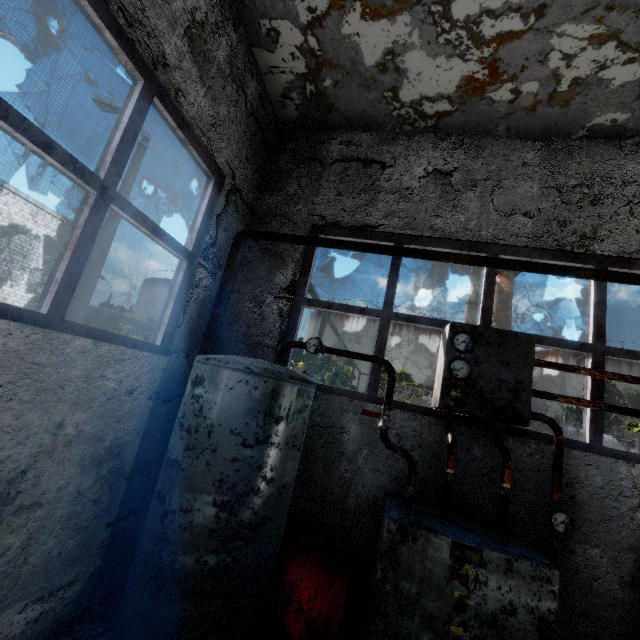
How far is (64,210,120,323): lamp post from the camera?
8.3m

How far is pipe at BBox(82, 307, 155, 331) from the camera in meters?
24.6 m

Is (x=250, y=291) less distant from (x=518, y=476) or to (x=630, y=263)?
(x=518, y=476)

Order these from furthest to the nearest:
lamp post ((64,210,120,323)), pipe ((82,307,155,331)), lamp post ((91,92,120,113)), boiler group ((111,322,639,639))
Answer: pipe ((82,307,155,331)) → lamp post ((91,92,120,113)) → lamp post ((64,210,120,323)) → boiler group ((111,322,639,639))

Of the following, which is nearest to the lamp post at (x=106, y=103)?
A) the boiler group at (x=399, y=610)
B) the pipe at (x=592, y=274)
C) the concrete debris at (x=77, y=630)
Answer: the concrete debris at (x=77, y=630)

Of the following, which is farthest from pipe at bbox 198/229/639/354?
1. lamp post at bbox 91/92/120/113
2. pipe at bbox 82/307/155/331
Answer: lamp post at bbox 91/92/120/113

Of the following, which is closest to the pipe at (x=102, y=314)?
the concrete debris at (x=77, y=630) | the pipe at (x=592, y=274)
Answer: the pipe at (x=592, y=274)
